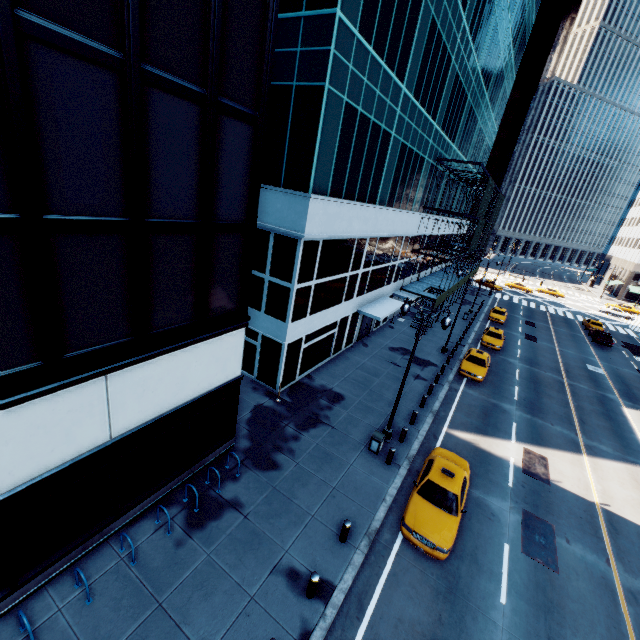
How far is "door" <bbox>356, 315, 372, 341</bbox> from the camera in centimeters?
2702cm

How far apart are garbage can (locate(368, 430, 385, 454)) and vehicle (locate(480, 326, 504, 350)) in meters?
20.6 m

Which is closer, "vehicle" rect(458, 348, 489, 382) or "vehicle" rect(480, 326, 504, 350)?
"vehicle" rect(458, 348, 489, 382)

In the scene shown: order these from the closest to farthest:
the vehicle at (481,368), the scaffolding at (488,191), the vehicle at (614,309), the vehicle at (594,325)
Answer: the vehicle at (481,368) → the scaffolding at (488,191) → the vehicle at (594,325) → the vehicle at (614,309)

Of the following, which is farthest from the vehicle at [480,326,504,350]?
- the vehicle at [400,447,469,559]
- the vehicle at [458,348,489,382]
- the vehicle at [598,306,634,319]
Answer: the vehicle at [598,306,634,319]

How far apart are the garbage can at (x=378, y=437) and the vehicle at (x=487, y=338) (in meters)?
20.56

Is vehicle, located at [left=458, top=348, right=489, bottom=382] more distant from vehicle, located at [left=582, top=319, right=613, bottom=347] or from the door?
vehicle, located at [left=582, top=319, right=613, bottom=347]

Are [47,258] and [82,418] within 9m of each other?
yes
